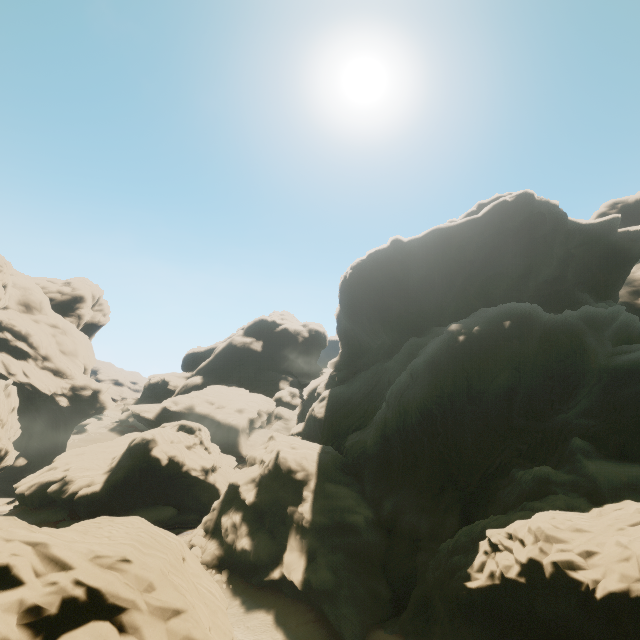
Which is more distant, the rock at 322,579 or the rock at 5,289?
the rock at 5,289

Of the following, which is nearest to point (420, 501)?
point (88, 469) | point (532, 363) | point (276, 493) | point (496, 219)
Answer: point (276, 493)

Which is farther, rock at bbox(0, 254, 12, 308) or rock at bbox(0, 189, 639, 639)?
rock at bbox(0, 254, 12, 308)
